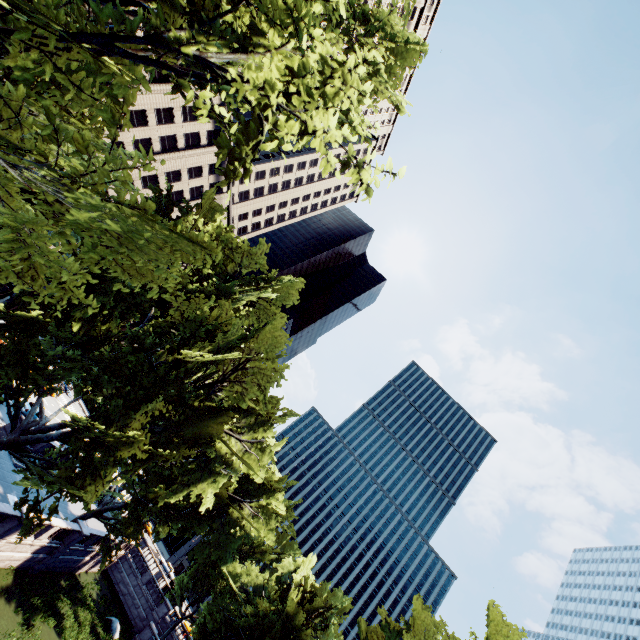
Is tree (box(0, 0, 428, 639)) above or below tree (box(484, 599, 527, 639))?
below

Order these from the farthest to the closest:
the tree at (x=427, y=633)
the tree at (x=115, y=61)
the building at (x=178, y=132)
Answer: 1. the building at (x=178, y=132)
2. the tree at (x=427, y=633)
3. the tree at (x=115, y=61)

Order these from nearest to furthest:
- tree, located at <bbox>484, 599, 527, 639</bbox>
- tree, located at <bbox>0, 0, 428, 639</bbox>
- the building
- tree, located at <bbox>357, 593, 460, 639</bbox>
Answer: tree, located at <bbox>0, 0, 428, 639</bbox> < tree, located at <bbox>484, 599, 527, 639</bbox> < tree, located at <bbox>357, 593, 460, 639</bbox> < the building

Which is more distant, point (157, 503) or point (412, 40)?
point (157, 503)

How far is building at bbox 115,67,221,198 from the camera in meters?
47.0

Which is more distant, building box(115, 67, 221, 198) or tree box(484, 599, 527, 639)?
building box(115, 67, 221, 198)

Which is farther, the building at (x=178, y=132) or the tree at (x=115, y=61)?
the building at (x=178, y=132)
